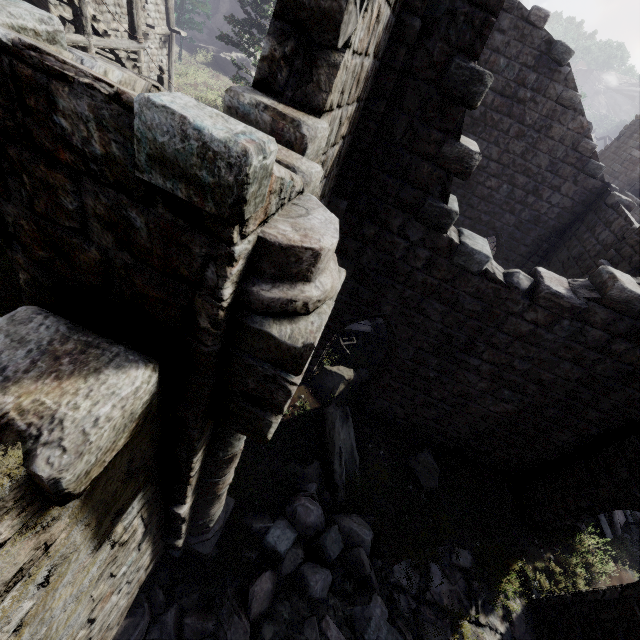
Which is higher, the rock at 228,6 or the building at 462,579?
the rock at 228,6

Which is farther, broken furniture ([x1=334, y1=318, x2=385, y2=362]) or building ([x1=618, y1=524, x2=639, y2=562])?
broken furniture ([x1=334, y1=318, x2=385, y2=362])

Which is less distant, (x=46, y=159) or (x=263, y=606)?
(x=46, y=159)

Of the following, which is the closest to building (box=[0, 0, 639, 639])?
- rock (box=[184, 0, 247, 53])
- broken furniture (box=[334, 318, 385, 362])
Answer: rock (box=[184, 0, 247, 53])

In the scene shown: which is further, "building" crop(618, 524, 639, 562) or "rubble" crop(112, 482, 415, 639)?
"building" crop(618, 524, 639, 562)

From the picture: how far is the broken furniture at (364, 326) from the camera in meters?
11.5

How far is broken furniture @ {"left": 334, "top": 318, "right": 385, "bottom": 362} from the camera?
11.5m

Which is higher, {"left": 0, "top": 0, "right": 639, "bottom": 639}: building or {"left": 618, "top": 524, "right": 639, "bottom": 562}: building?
{"left": 0, "top": 0, "right": 639, "bottom": 639}: building
